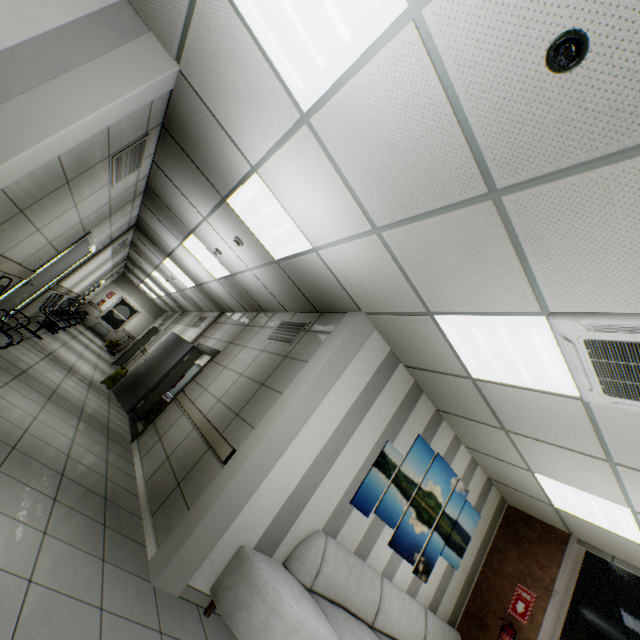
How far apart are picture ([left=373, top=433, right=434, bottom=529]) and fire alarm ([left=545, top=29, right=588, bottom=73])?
3.9m

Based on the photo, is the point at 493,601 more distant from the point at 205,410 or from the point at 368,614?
the point at 205,410

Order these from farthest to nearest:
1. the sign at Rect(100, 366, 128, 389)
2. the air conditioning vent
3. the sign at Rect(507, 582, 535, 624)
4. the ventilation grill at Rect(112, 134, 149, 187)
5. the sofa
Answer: the sign at Rect(100, 366, 128, 389), the sign at Rect(507, 582, 535, 624), the ventilation grill at Rect(112, 134, 149, 187), the sofa, the air conditioning vent

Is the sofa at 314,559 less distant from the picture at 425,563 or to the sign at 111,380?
the picture at 425,563

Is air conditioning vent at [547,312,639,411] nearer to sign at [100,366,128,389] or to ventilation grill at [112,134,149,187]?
ventilation grill at [112,134,149,187]

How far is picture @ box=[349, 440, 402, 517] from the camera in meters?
4.0 m

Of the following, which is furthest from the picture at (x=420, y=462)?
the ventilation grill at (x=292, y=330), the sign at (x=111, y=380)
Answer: the sign at (x=111, y=380)

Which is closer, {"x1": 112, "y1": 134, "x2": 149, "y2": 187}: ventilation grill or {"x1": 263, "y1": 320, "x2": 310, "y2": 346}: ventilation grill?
{"x1": 112, "y1": 134, "x2": 149, "y2": 187}: ventilation grill
